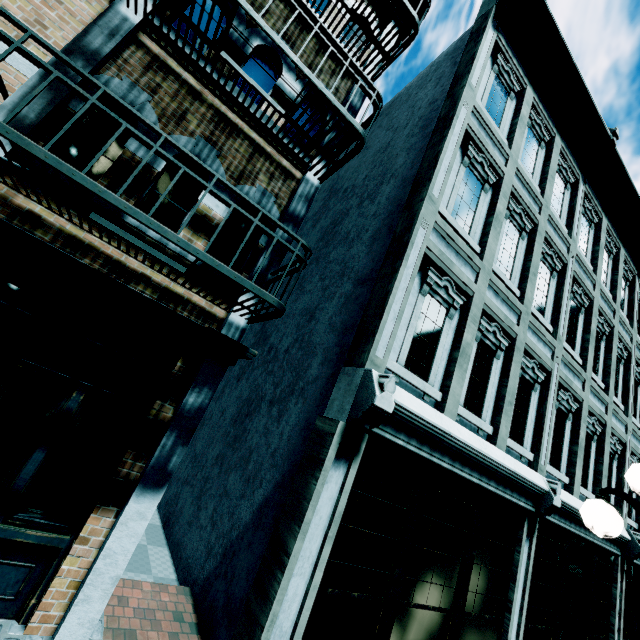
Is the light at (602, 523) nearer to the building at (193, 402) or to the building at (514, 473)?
the building at (514, 473)

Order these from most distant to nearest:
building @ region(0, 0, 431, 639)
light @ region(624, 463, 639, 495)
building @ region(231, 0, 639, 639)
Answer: building @ region(231, 0, 639, 639) → building @ region(0, 0, 431, 639) → light @ region(624, 463, 639, 495)

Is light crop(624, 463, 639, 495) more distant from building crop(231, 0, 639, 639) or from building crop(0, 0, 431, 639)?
building crop(0, 0, 431, 639)

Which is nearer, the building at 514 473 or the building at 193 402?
the building at 193 402

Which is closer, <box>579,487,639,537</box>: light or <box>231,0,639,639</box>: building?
<box>579,487,639,537</box>: light

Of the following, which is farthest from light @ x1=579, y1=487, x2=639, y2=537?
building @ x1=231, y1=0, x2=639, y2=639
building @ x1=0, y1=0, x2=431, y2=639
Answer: building @ x1=0, y1=0, x2=431, y2=639

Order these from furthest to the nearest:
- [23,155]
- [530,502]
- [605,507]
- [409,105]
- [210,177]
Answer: [409,105], [530,502], [210,177], [23,155], [605,507]
